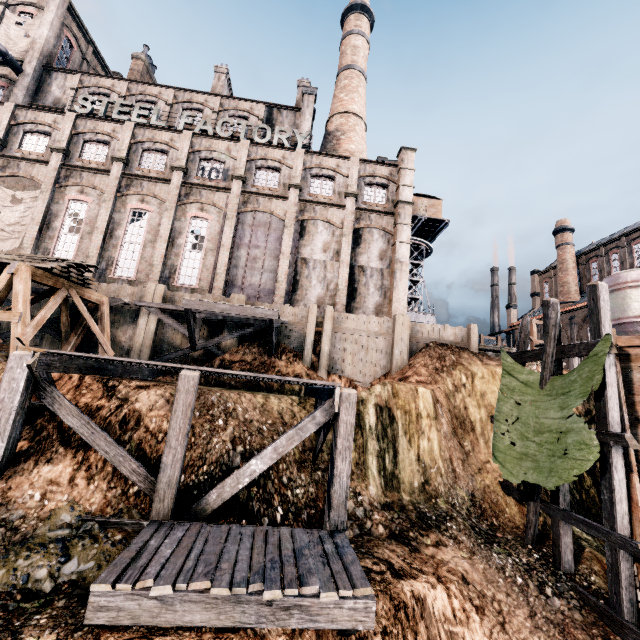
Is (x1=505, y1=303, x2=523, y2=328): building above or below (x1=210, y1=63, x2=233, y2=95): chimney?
below

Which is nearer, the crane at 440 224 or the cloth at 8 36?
the cloth at 8 36

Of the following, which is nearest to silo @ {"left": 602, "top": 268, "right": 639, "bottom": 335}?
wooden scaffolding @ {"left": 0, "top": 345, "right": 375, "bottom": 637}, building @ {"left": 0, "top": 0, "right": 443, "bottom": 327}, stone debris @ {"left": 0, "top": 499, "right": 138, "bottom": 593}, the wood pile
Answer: building @ {"left": 0, "top": 0, "right": 443, "bottom": 327}

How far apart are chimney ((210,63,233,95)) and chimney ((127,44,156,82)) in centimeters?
754cm

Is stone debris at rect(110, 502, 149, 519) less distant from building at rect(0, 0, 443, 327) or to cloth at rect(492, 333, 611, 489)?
cloth at rect(492, 333, 611, 489)

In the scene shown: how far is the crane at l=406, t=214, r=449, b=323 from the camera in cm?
4031

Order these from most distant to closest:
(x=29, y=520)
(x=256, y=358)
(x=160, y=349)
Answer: (x=160, y=349)
(x=256, y=358)
(x=29, y=520)

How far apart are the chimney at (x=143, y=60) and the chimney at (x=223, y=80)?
7.5 meters
